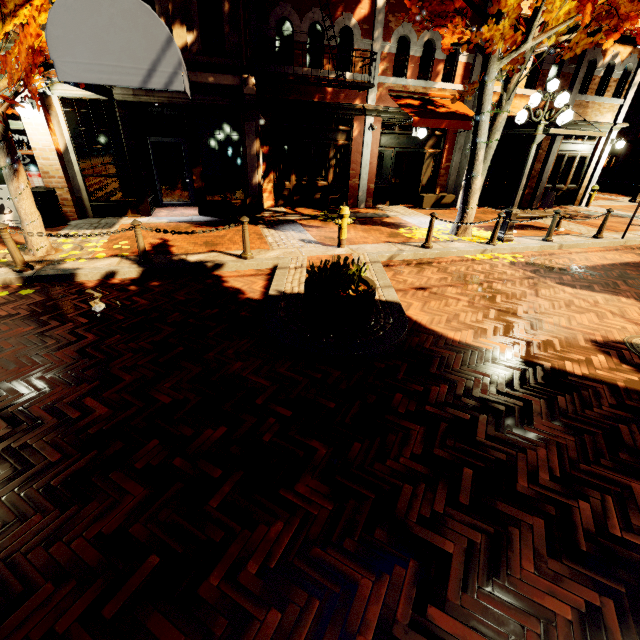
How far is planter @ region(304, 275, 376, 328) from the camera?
4.2m

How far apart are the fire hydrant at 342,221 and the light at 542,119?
4.46m

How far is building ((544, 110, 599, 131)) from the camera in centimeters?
1292cm

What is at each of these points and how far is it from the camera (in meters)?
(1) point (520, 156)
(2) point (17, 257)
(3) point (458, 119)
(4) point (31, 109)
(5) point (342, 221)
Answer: (1) building, 13.50
(2) chain link post, 5.66
(3) awning, 10.53
(4) light, 7.45
(5) fire hydrant, 7.50

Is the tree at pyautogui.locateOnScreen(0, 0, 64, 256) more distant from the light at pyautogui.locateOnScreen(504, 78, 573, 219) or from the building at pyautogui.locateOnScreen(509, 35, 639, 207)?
the building at pyautogui.locateOnScreen(509, 35, 639, 207)

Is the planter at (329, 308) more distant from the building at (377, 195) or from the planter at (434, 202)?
the planter at (434, 202)

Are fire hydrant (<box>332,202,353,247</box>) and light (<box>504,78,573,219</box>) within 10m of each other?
yes

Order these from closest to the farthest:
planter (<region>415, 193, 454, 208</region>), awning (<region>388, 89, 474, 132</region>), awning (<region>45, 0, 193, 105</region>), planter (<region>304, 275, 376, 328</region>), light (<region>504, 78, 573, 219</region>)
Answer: planter (<region>304, 275, 376, 328</region>) < awning (<region>45, 0, 193, 105</region>) < light (<region>504, 78, 573, 219</region>) < awning (<region>388, 89, 474, 132</region>) < planter (<region>415, 193, 454, 208</region>)
